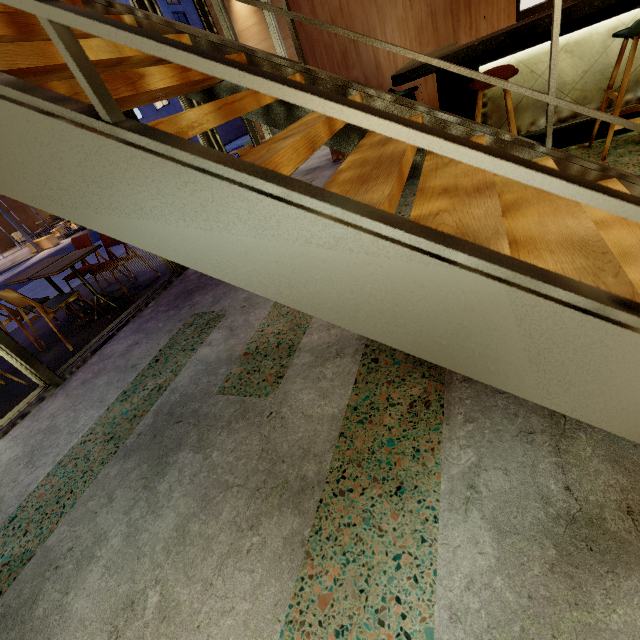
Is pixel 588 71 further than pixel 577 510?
Yes

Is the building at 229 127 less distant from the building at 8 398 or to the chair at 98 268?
the building at 8 398

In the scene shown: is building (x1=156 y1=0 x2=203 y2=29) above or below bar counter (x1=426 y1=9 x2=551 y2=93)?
above

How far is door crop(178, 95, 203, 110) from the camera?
4.7m

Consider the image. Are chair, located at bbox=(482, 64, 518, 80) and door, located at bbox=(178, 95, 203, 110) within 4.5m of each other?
yes

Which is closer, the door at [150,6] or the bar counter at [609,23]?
the bar counter at [609,23]

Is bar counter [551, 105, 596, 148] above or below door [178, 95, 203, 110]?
below

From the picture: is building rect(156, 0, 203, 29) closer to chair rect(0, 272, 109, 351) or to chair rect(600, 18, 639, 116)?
chair rect(0, 272, 109, 351)
